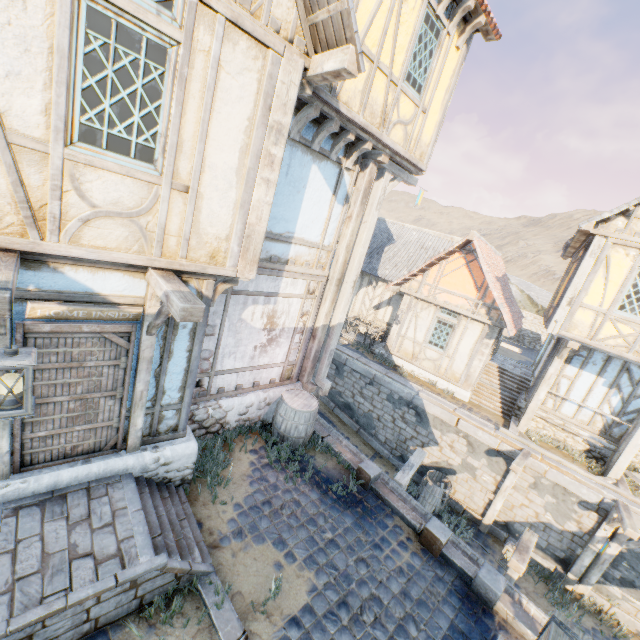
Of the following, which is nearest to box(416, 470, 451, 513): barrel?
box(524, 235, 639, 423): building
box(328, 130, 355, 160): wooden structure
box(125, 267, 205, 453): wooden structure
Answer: box(524, 235, 639, 423): building

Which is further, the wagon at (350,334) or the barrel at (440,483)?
the wagon at (350,334)

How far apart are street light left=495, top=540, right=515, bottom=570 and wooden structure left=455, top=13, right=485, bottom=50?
11.2m

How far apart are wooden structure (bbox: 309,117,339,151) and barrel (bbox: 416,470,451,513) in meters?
11.0

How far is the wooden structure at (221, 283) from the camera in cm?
501

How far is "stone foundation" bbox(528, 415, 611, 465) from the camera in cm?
1110

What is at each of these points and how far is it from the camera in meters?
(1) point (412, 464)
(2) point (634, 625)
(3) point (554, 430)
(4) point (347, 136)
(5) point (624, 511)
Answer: (1) wooden structure, 8.1 m
(2) stone blocks, 9.2 m
(3) stone foundation, 11.8 m
(4) wooden structure, 6.1 m
(5) wooden structure, 8.8 m

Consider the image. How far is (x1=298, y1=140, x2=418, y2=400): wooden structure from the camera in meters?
7.2
